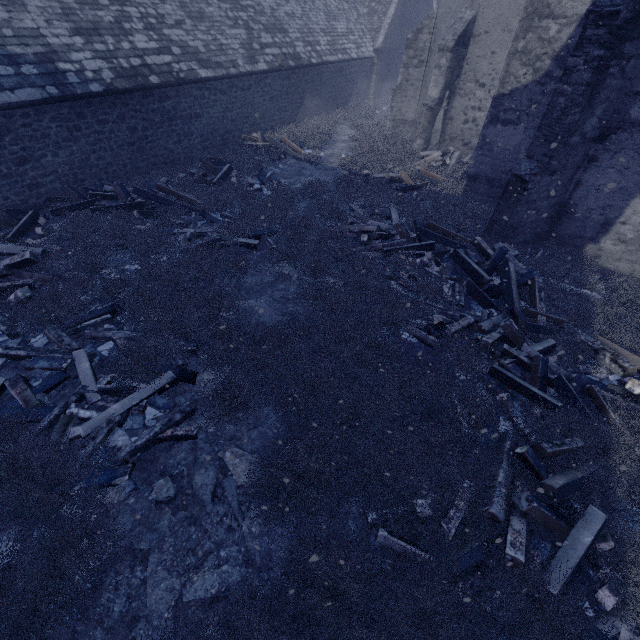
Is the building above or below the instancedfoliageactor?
above

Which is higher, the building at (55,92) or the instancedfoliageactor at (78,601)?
the building at (55,92)

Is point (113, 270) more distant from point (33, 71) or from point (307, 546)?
point (307, 546)

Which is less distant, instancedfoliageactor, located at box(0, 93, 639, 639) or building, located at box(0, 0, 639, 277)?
instancedfoliageactor, located at box(0, 93, 639, 639)

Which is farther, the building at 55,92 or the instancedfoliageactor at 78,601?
the building at 55,92
